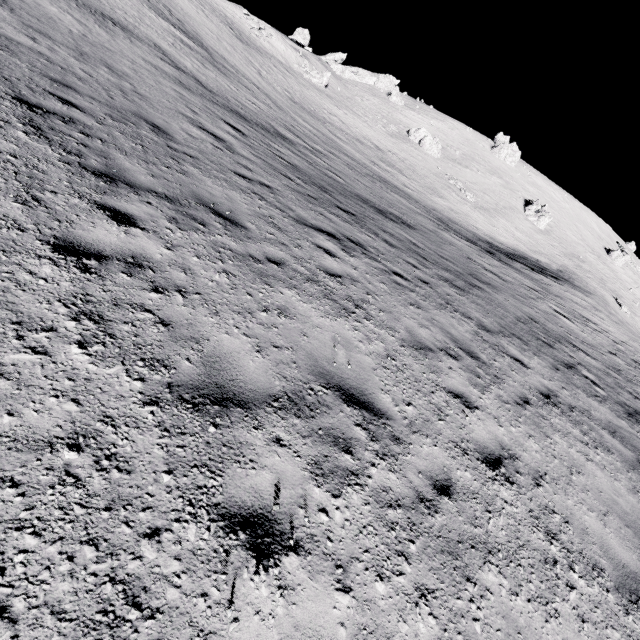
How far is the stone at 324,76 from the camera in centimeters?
5150cm

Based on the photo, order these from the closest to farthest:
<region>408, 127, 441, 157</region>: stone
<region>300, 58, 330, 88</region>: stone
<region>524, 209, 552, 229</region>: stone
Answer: <region>300, 58, 330, 88</region>: stone → <region>408, 127, 441, 157</region>: stone → <region>524, 209, 552, 229</region>: stone

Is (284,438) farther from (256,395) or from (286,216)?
(286,216)

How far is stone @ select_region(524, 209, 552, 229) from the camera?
58.2m

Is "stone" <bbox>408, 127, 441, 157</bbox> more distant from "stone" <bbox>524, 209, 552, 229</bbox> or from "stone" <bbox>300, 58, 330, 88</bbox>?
"stone" <bbox>524, 209, 552, 229</bbox>

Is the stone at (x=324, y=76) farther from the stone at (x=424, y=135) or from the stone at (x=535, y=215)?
the stone at (x=535, y=215)

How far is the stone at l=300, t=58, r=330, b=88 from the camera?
51.5m
